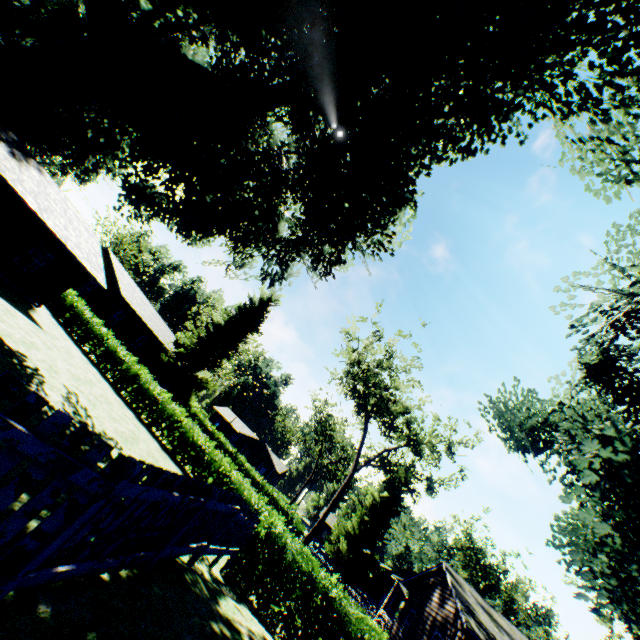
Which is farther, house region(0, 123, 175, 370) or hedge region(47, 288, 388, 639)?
house region(0, 123, 175, 370)

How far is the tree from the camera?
28.2 meters

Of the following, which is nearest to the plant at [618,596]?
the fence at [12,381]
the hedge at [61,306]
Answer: the fence at [12,381]

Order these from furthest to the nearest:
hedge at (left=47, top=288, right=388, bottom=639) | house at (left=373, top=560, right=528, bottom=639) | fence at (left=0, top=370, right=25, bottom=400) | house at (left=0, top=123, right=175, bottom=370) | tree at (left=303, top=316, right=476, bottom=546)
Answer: tree at (left=303, top=316, right=476, bottom=546) → house at (left=0, top=123, right=175, bottom=370) → house at (left=373, top=560, right=528, bottom=639) → hedge at (left=47, top=288, right=388, bottom=639) → fence at (left=0, top=370, right=25, bottom=400)

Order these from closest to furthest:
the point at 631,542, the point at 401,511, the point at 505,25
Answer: the point at 505,25
the point at 631,542
the point at 401,511

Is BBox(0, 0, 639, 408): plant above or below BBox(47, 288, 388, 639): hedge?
above

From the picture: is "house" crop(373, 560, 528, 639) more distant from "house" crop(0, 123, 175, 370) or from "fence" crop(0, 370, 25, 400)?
"house" crop(0, 123, 175, 370)

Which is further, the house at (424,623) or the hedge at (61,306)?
the house at (424,623)
